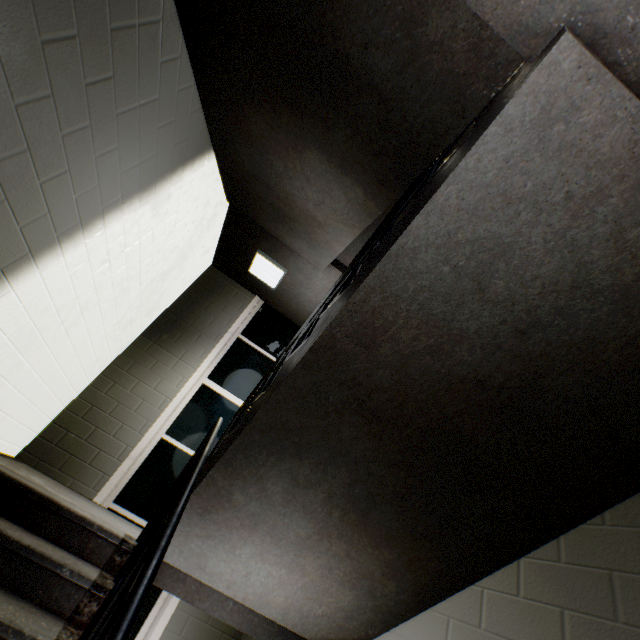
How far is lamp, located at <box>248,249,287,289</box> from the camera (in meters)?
4.61

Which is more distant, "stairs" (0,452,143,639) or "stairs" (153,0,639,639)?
"stairs" (0,452,143,639)

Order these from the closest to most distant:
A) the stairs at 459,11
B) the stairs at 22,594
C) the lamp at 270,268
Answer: the stairs at 459,11
the stairs at 22,594
the lamp at 270,268

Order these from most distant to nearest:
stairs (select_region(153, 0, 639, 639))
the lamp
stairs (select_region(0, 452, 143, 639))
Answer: the lamp, stairs (select_region(0, 452, 143, 639)), stairs (select_region(153, 0, 639, 639))

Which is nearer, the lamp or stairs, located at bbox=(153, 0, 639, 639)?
stairs, located at bbox=(153, 0, 639, 639)

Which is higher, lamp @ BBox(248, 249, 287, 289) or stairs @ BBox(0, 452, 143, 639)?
lamp @ BBox(248, 249, 287, 289)

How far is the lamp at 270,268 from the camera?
4.6 meters

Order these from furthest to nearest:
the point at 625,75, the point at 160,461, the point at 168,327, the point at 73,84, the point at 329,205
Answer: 1. the point at 168,327
2. the point at 160,461
3. the point at 329,205
4. the point at 73,84
5. the point at 625,75
